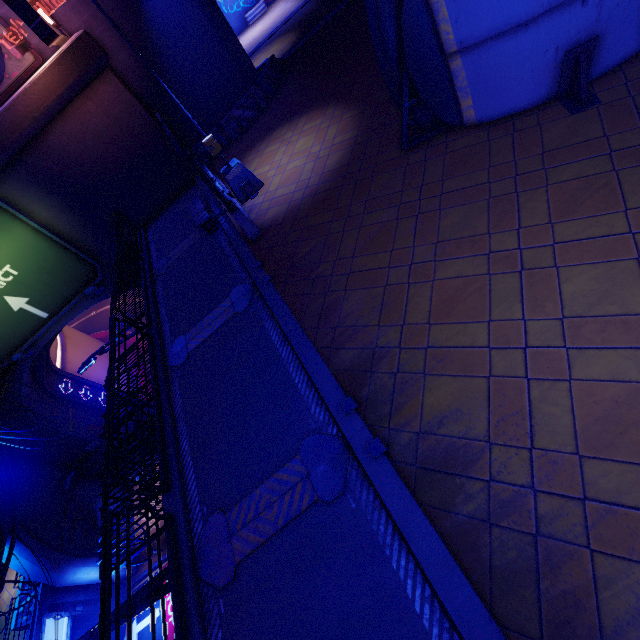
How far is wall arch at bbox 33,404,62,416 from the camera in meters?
19.9 m

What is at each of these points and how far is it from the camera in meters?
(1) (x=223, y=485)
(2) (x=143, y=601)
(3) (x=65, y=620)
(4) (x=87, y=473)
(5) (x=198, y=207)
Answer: (1) walkway, 5.8
(2) street light, 5.7
(3) sign, 18.0
(4) wall arch, 22.7
(5) bench, 11.6

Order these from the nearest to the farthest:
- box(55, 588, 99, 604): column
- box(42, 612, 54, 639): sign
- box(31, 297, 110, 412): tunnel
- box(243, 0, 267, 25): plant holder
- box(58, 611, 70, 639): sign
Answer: box(42, 612, 54, 639): sign < box(58, 611, 70, 639): sign < box(55, 588, 99, 604): column < box(31, 297, 110, 412): tunnel < box(243, 0, 267, 25): plant holder

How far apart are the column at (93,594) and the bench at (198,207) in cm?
2313

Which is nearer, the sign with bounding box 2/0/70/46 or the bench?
the sign with bounding box 2/0/70/46

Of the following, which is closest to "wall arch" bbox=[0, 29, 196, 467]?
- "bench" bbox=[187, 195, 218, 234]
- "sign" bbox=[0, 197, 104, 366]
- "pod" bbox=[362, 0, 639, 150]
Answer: "sign" bbox=[0, 197, 104, 366]

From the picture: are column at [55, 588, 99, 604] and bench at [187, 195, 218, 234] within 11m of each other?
no

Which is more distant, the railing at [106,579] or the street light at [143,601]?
the street light at [143,601]
